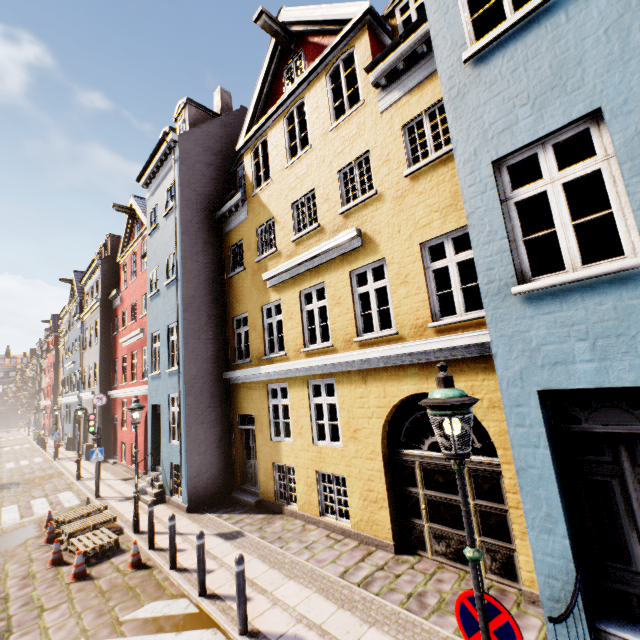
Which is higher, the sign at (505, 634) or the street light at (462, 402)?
the street light at (462, 402)

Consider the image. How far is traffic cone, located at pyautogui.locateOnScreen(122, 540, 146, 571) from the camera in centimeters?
754cm

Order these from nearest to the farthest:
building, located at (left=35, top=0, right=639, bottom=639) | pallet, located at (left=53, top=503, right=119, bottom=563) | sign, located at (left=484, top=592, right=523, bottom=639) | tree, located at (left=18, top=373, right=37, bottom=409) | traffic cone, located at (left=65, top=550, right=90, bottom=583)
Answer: sign, located at (left=484, top=592, right=523, bottom=639)
building, located at (left=35, top=0, right=639, bottom=639)
traffic cone, located at (left=65, top=550, right=90, bottom=583)
pallet, located at (left=53, top=503, right=119, bottom=563)
tree, located at (left=18, top=373, right=37, bottom=409)

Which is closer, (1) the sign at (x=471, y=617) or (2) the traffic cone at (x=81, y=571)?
(1) the sign at (x=471, y=617)

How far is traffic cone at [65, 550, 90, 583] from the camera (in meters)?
7.30

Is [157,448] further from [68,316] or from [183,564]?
[68,316]

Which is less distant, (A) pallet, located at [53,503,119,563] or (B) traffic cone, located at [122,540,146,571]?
(B) traffic cone, located at [122,540,146,571]

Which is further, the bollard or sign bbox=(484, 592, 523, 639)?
the bollard
